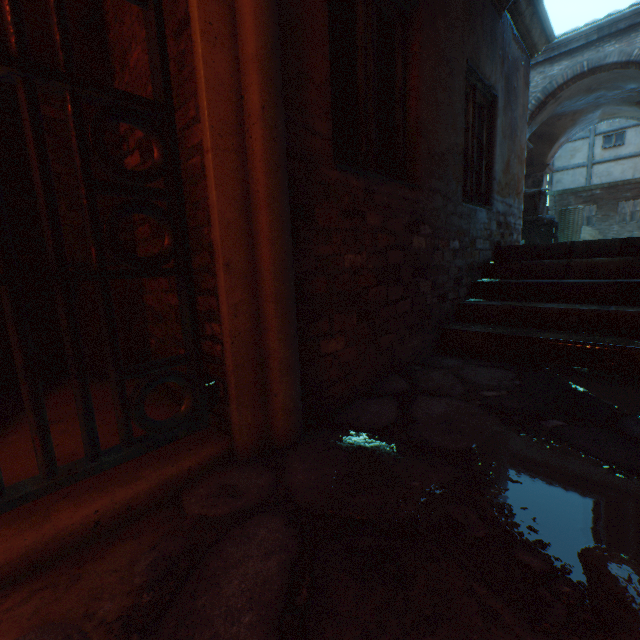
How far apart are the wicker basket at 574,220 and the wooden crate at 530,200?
0.4m

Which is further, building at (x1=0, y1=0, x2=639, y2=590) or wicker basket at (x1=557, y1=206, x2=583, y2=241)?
wicker basket at (x1=557, y1=206, x2=583, y2=241)

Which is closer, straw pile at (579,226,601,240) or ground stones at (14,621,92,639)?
ground stones at (14,621,92,639)

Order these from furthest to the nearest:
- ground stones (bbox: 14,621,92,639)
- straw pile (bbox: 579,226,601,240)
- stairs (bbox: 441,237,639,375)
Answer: straw pile (bbox: 579,226,601,240), stairs (bbox: 441,237,639,375), ground stones (bbox: 14,621,92,639)

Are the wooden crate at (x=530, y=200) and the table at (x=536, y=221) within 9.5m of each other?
yes

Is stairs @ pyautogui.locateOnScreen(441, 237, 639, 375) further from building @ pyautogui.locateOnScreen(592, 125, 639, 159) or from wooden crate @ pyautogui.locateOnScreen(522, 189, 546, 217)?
wooden crate @ pyautogui.locateOnScreen(522, 189, 546, 217)

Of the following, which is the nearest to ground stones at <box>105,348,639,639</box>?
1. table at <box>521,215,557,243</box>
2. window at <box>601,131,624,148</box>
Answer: table at <box>521,215,557,243</box>

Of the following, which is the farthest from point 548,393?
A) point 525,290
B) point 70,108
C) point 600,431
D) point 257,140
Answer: point 70,108
